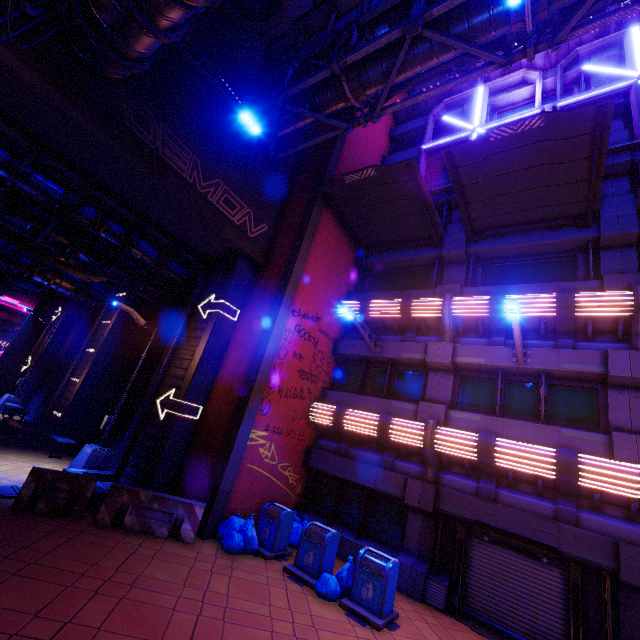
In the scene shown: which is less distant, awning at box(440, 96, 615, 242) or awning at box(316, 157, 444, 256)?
awning at box(440, 96, 615, 242)

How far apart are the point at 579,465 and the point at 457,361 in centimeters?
423cm

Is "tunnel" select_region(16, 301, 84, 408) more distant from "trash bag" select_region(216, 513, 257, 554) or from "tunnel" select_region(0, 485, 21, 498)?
"trash bag" select_region(216, 513, 257, 554)

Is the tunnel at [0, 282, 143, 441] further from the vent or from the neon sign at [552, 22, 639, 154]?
the neon sign at [552, 22, 639, 154]

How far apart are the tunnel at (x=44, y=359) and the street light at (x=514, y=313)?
26.4 meters

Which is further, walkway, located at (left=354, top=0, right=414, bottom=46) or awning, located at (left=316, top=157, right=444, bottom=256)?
awning, located at (left=316, top=157, right=444, bottom=256)

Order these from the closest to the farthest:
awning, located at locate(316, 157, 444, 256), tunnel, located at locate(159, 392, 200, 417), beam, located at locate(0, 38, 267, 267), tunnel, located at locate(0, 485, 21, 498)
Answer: beam, located at locate(0, 38, 267, 267)
tunnel, located at locate(0, 485, 21, 498)
tunnel, located at locate(159, 392, 200, 417)
awning, located at locate(316, 157, 444, 256)

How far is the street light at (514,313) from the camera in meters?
8.0 m
